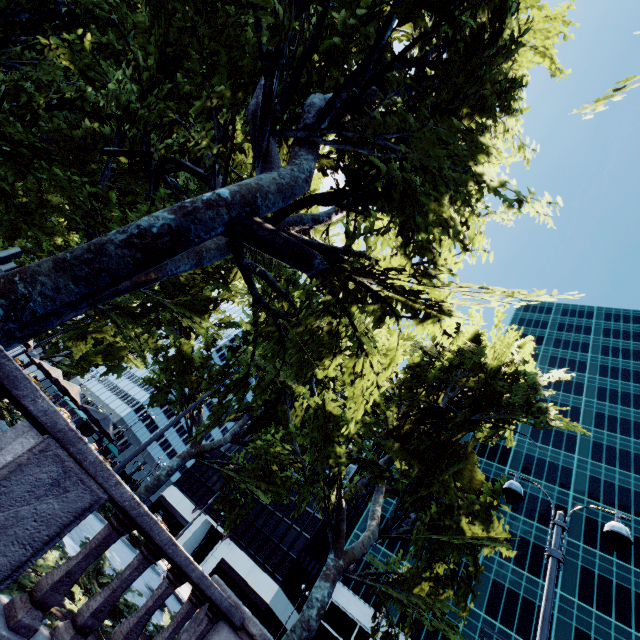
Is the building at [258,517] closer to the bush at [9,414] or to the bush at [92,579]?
the bush at [9,414]

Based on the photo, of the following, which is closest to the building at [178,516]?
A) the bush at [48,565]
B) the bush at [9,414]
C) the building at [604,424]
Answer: the building at [604,424]

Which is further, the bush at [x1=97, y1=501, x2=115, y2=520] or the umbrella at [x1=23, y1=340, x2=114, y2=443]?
the umbrella at [x1=23, y1=340, x2=114, y2=443]

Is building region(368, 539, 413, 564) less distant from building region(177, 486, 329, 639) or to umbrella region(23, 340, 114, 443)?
building region(177, 486, 329, 639)

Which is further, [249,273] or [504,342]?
[504,342]

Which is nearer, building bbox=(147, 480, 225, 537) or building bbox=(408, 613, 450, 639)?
building bbox=(408, 613, 450, 639)

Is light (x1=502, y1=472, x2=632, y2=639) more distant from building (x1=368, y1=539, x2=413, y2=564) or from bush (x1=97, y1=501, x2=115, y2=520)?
building (x1=368, y1=539, x2=413, y2=564)

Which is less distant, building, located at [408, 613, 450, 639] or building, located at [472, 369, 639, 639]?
building, located at [472, 369, 639, 639]
